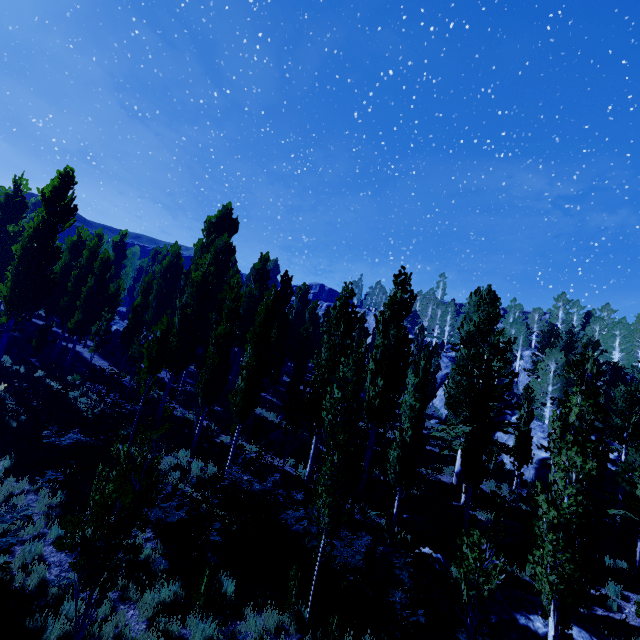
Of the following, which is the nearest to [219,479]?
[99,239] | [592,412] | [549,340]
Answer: [592,412]

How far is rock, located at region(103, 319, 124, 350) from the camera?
29.96m

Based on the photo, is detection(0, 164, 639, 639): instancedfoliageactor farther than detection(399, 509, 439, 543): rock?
No

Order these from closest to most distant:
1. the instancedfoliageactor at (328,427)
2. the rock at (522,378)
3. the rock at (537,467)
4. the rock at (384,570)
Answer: the instancedfoliageactor at (328,427) < the rock at (384,570) < the rock at (537,467) < the rock at (522,378)

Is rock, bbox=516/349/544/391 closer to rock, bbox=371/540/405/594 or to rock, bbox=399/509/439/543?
rock, bbox=399/509/439/543

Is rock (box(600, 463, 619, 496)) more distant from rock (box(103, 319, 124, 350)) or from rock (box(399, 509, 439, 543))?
rock (box(103, 319, 124, 350))

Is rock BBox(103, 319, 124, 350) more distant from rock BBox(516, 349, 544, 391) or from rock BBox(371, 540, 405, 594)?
rock BBox(371, 540, 405, 594)

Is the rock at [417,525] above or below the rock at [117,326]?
below
